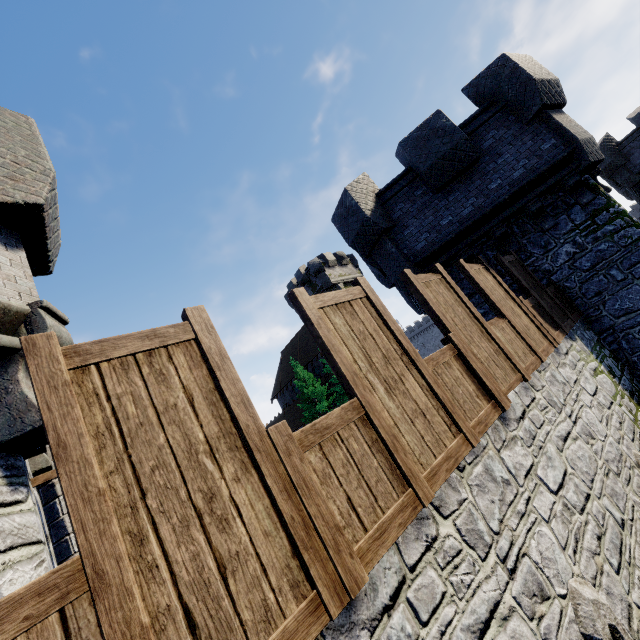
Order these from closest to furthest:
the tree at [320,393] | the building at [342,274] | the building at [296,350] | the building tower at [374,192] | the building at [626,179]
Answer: the building tower at [374,192] → the building at [626,179] → the tree at [320,393] → the building at [342,274] → the building at [296,350]

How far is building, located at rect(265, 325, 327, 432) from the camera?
39.8m

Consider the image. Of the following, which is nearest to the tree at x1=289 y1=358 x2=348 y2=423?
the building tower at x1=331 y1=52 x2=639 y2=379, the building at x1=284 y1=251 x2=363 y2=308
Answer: the building at x1=284 y1=251 x2=363 y2=308

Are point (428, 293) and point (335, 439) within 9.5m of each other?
yes

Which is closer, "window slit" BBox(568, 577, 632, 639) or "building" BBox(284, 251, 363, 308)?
"window slit" BBox(568, 577, 632, 639)

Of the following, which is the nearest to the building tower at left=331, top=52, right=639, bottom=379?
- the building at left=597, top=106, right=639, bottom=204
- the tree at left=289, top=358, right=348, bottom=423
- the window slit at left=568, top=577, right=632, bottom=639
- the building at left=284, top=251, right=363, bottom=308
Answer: the window slit at left=568, top=577, right=632, bottom=639

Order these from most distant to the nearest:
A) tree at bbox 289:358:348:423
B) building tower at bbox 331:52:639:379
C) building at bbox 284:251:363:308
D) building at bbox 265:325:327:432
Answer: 1. building at bbox 265:325:327:432
2. building at bbox 284:251:363:308
3. tree at bbox 289:358:348:423
4. building tower at bbox 331:52:639:379

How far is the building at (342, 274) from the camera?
35.6 meters
